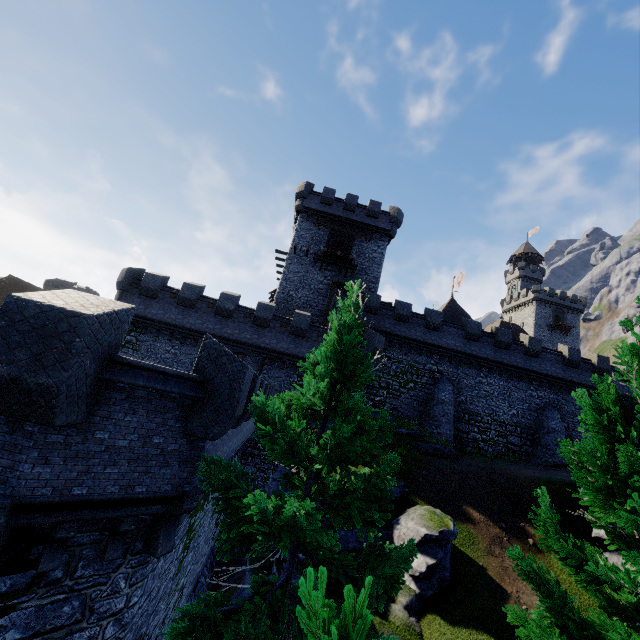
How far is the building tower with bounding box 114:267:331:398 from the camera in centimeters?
2467cm

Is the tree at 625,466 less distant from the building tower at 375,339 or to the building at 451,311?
the building tower at 375,339

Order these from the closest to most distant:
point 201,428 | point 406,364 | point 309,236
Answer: point 201,428, point 406,364, point 309,236

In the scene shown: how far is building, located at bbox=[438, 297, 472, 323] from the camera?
46.5 meters

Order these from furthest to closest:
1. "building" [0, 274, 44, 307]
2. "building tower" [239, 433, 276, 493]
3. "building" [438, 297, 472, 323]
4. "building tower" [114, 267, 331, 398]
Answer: "building" [0, 274, 44, 307], "building" [438, 297, 472, 323], "building tower" [114, 267, 331, 398], "building tower" [239, 433, 276, 493]

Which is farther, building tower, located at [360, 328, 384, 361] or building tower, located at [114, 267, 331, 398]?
building tower, located at [360, 328, 384, 361]

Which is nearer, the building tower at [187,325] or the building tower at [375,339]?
the building tower at [187,325]
